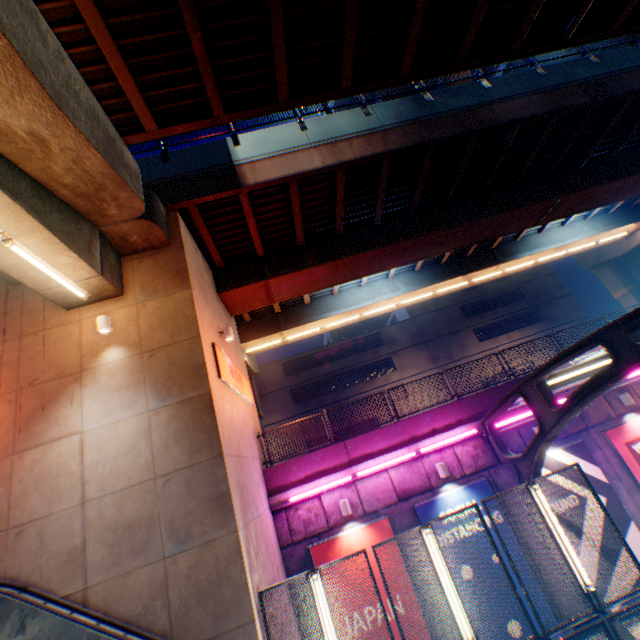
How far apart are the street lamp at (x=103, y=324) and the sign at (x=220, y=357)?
2.4 meters

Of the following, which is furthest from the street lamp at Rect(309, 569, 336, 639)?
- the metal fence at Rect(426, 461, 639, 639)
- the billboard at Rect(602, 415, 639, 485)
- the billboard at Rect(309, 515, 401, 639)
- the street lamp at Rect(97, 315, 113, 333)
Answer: the billboard at Rect(602, 415, 639, 485)

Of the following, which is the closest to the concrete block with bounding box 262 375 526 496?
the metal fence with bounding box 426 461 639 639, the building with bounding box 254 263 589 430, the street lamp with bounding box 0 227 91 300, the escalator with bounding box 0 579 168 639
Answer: the metal fence with bounding box 426 461 639 639

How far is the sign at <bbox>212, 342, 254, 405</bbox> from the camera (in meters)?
9.04

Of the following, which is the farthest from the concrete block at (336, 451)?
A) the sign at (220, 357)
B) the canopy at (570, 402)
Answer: the sign at (220, 357)

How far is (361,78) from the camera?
9.00m

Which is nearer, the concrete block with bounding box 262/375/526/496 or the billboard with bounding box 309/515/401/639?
the billboard with bounding box 309/515/401/639

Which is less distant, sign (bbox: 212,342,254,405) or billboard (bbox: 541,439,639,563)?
sign (bbox: 212,342,254,405)
